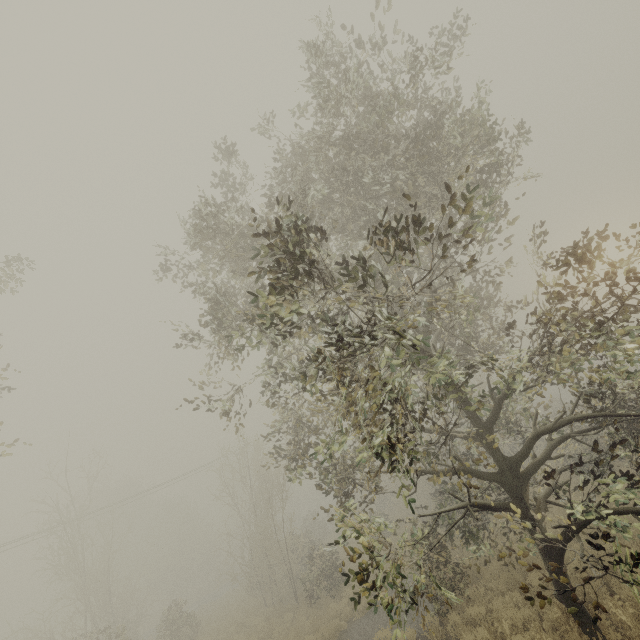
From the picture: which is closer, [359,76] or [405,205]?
[359,76]
